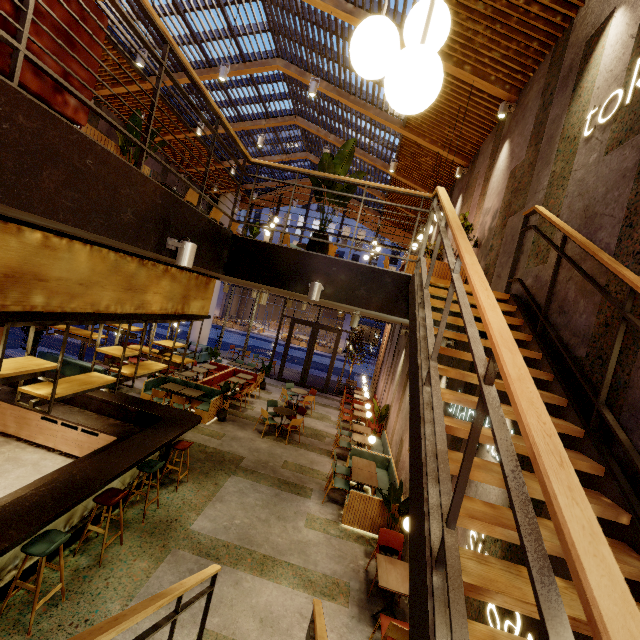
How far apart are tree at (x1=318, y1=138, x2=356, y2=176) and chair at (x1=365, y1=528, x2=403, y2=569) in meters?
5.4

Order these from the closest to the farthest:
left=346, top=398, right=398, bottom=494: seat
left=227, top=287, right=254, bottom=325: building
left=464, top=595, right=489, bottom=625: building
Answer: left=464, top=595, right=489, bottom=625: building
left=346, top=398, right=398, bottom=494: seat
left=227, top=287, right=254, bottom=325: building

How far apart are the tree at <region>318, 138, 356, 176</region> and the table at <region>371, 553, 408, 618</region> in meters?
5.3 m

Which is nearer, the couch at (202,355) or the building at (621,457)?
the building at (621,457)

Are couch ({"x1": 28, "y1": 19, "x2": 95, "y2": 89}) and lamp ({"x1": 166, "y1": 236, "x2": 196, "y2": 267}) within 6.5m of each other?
yes

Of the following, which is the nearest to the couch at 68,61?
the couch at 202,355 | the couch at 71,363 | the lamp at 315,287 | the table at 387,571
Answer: the lamp at 315,287

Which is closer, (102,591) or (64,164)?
(64,164)

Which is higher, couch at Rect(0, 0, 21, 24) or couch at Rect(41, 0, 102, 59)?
couch at Rect(41, 0, 102, 59)
